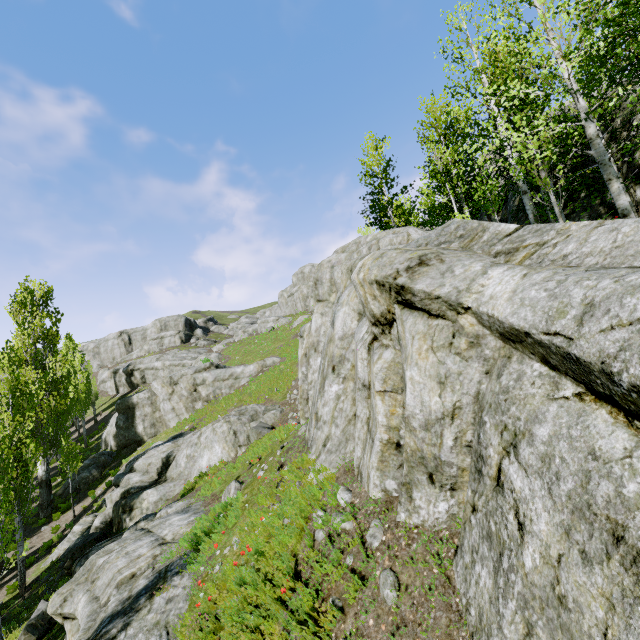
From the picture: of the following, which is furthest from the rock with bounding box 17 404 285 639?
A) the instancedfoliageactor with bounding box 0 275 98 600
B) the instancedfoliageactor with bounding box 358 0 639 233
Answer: the instancedfoliageactor with bounding box 358 0 639 233

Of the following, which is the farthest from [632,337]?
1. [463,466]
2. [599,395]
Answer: [463,466]

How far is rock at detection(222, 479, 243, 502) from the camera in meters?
9.8 m

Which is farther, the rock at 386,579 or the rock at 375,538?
the rock at 375,538

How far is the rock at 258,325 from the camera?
51.31m
